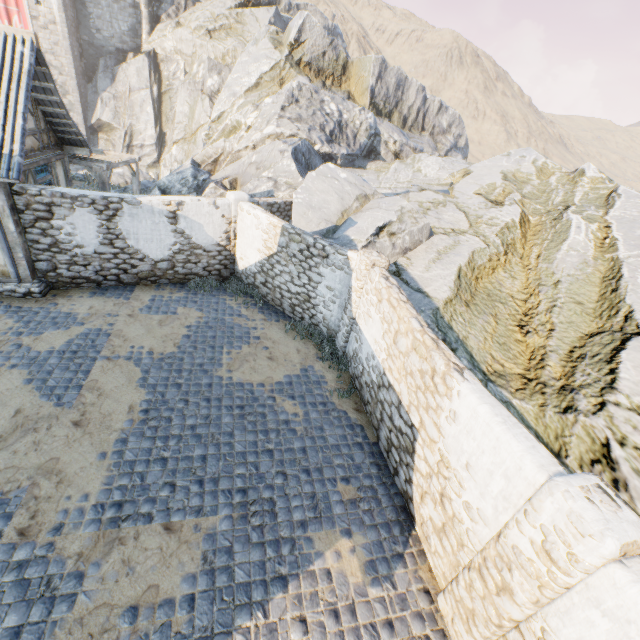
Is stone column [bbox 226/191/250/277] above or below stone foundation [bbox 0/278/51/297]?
above

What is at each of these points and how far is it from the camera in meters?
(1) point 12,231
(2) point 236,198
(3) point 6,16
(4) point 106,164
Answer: (1) building, 8.6
(2) stone column, 11.0
(3) flag, 28.0
(4) awning, 12.0

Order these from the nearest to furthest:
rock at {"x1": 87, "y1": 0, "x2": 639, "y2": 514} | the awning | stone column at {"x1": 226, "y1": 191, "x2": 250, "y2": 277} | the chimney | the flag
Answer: rock at {"x1": 87, "y1": 0, "x2": 639, "y2": 514}, stone column at {"x1": 226, "y1": 191, "x2": 250, "y2": 277}, the awning, the flag, the chimney

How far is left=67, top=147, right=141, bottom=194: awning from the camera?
11.9 meters

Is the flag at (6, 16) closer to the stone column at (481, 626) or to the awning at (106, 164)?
the awning at (106, 164)

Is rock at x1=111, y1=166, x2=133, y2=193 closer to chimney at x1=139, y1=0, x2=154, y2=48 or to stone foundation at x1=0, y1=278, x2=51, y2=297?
chimney at x1=139, y1=0, x2=154, y2=48

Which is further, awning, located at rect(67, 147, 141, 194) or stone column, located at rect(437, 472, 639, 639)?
awning, located at rect(67, 147, 141, 194)

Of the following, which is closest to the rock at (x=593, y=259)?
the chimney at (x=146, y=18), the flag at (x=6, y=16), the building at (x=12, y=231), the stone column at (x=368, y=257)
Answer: the chimney at (x=146, y=18)
